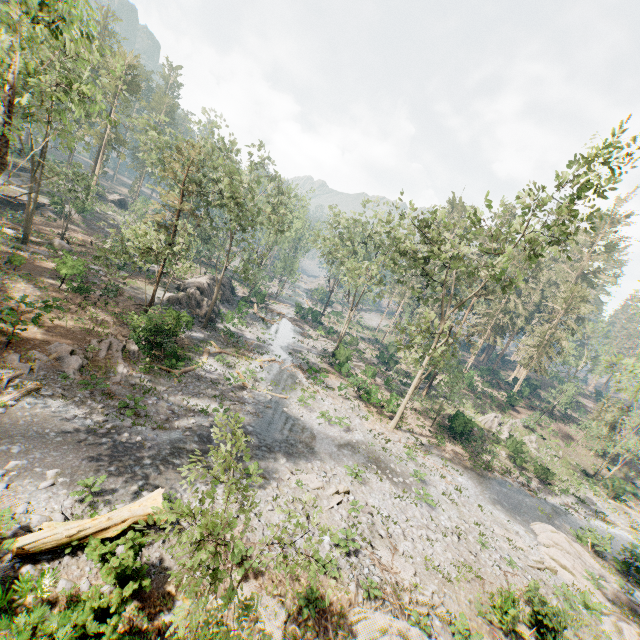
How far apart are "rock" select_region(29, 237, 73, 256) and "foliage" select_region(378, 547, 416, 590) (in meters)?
39.22

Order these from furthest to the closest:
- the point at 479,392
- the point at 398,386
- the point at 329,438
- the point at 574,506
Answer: the point at 479,392 → the point at 398,386 → the point at 574,506 → the point at 329,438

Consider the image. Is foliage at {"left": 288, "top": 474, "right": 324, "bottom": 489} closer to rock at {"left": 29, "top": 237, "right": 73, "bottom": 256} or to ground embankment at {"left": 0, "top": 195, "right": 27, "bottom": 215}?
ground embankment at {"left": 0, "top": 195, "right": 27, "bottom": 215}

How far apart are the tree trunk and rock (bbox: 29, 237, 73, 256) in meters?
32.3 m

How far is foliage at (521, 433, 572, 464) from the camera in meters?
37.9

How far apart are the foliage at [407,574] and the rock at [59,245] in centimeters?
3922cm

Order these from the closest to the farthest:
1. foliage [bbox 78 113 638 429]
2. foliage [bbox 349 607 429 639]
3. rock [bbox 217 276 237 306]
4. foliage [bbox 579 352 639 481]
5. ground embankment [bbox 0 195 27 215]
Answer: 1. foliage [bbox 349 607 429 639]
2. foliage [bbox 579 352 639 481]
3. foliage [bbox 78 113 638 429]
4. ground embankment [bbox 0 195 27 215]
5. rock [bbox 217 276 237 306]

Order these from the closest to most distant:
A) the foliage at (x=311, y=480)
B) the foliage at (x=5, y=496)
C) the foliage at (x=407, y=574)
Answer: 1. the foliage at (x=5, y=496)
2. the foliage at (x=407, y=574)
3. the foliage at (x=311, y=480)
